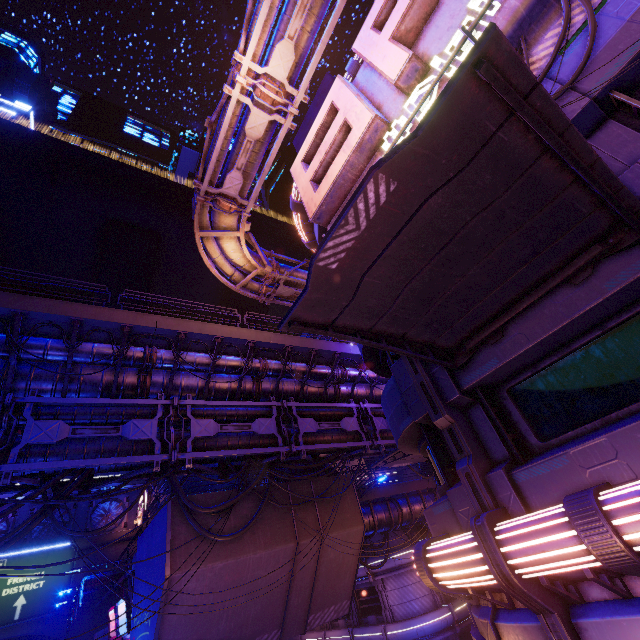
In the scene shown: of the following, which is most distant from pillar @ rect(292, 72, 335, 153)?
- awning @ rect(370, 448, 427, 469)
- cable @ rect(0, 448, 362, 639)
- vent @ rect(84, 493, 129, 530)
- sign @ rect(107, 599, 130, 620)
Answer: vent @ rect(84, 493, 129, 530)

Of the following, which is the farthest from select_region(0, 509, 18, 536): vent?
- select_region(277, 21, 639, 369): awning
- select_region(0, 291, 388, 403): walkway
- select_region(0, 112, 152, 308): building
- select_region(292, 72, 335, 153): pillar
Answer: select_region(277, 21, 639, 369): awning

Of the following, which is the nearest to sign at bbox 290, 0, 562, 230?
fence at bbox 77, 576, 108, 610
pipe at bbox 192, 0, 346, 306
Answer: pipe at bbox 192, 0, 346, 306

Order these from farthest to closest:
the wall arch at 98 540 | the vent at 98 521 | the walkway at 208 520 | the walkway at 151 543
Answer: the vent at 98 521 → the wall arch at 98 540 → the walkway at 208 520 → the walkway at 151 543

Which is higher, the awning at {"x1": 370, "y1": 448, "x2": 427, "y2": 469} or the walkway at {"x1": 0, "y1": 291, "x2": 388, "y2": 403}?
the walkway at {"x1": 0, "y1": 291, "x2": 388, "y2": 403}

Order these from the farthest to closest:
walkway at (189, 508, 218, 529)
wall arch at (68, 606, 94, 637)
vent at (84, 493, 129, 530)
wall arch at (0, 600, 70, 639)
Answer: vent at (84, 493, 129, 530), wall arch at (68, 606, 94, 637), wall arch at (0, 600, 70, 639), walkway at (189, 508, 218, 529)

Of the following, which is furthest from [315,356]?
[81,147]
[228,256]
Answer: [81,147]

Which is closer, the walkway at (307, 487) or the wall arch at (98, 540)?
the walkway at (307, 487)
